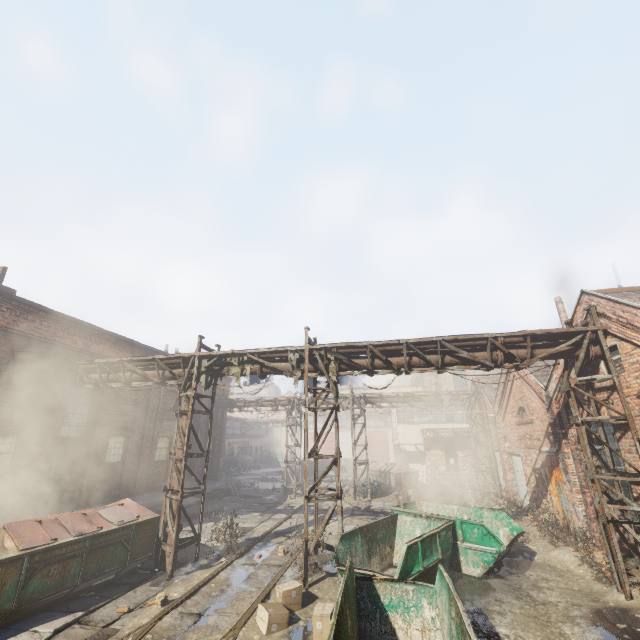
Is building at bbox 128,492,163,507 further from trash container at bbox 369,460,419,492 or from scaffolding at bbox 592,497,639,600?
scaffolding at bbox 592,497,639,600

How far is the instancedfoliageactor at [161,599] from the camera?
7.30m

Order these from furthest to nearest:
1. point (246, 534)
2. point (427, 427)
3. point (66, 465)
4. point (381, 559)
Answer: point (427, 427)
point (66, 465)
point (246, 534)
point (381, 559)

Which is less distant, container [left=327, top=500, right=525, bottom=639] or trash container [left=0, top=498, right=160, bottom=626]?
container [left=327, top=500, right=525, bottom=639]

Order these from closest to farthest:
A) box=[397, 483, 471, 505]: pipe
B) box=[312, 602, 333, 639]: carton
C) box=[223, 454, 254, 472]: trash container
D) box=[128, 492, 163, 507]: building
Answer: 1. box=[312, 602, 333, 639]: carton
2. box=[128, 492, 163, 507]: building
3. box=[397, 483, 471, 505]: pipe
4. box=[223, 454, 254, 472]: trash container

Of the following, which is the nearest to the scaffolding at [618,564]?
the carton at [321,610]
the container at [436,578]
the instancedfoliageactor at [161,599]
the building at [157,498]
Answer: the container at [436,578]

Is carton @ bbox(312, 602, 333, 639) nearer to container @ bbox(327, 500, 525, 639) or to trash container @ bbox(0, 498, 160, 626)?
container @ bbox(327, 500, 525, 639)

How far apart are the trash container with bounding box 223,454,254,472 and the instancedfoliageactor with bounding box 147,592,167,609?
30.59m
